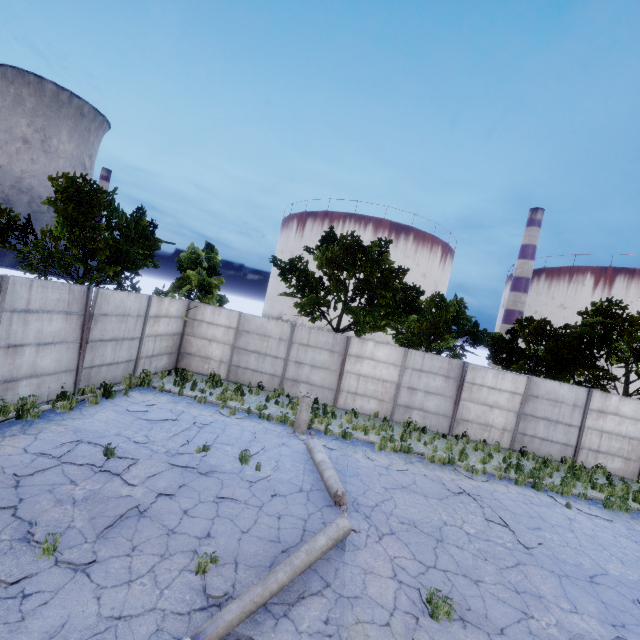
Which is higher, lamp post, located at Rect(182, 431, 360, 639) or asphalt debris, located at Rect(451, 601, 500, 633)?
lamp post, located at Rect(182, 431, 360, 639)

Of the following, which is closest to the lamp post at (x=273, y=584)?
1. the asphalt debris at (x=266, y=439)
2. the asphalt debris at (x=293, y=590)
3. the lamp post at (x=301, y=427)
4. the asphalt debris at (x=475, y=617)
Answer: the asphalt debris at (x=293, y=590)

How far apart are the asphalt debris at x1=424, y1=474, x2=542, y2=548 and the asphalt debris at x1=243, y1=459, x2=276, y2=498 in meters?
5.0 m

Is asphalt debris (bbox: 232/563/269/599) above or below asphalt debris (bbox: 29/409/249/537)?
below

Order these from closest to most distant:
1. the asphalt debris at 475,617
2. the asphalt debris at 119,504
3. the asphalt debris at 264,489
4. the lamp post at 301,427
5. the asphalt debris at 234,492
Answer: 1. the asphalt debris at 475,617
2. the asphalt debris at 119,504
3. the asphalt debris at 234,492
4. the asphalt debris at 264,489
5. the lamp post at 301,427

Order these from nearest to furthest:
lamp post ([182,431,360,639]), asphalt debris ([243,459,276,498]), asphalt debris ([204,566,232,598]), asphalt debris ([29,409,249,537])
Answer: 1. lamp post ([182,431,360,639])
2. asphalt debris ([204,566,232,598])
3. asphalt debris ([29,409,249,537])
4. asphalt debris ([243,459,276,498])

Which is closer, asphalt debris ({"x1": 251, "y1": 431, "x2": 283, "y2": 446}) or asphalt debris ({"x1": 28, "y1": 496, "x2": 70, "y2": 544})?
asphalt debris ({"x1": 28, "y1": 496, "x2": 70, "y2": 544})

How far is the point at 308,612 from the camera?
4.8m
